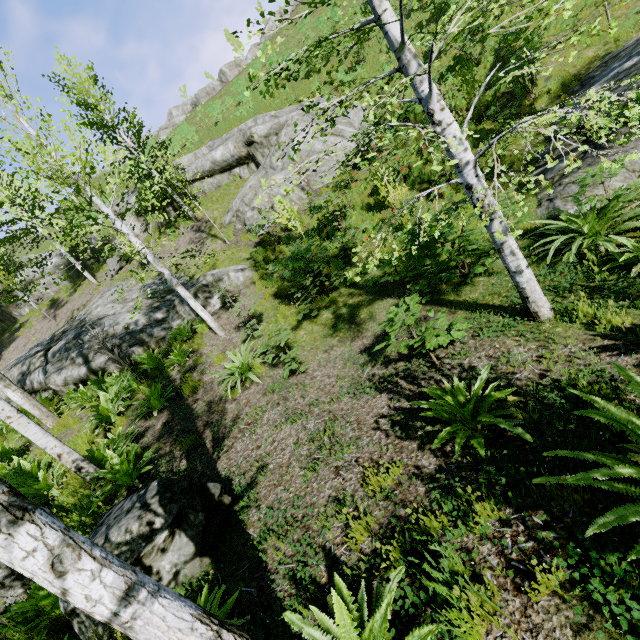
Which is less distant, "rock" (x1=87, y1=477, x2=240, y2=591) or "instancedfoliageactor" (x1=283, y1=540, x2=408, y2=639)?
"instancedfoliageactor" (x1=283, y1=540, x2=408, y2=639)

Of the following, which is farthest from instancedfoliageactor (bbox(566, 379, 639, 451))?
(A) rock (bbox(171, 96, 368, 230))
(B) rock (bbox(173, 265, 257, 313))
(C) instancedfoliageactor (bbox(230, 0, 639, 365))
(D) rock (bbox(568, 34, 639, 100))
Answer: (A) rock (bbox(171, 96, 368, 230))

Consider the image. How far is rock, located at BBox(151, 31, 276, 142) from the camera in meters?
36.7 m

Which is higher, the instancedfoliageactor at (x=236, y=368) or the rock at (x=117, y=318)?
the rock at (x=117, y=318)

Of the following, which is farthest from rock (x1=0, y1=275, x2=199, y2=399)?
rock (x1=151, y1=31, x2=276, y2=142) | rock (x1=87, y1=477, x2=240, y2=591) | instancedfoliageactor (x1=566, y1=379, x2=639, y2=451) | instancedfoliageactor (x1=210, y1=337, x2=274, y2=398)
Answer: rock (x1=151, y1=31, x2=276, y2=142)

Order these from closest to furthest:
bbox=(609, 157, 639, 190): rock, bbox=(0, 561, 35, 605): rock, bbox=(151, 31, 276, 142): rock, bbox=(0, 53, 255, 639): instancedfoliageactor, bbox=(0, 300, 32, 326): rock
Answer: bbox=(0, 53, 255, 639): instancedfoliageactor, bbox=(0, 561, 35, 605): rock, bbox=(609, 157, 639, 190): rock, bbox=(0, 300, 32, 326): rock, bbox=(151, 31, 276, 142): rock

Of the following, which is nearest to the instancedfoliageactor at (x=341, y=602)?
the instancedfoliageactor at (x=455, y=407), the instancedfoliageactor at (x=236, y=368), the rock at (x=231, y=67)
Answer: the instancedfoliageactor at (x=455, y=407)

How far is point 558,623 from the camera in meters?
2.0
